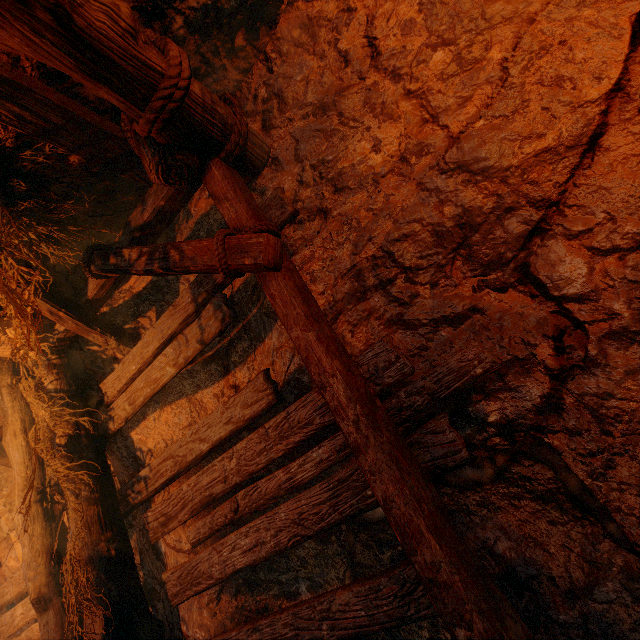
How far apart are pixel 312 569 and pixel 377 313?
2.0m
